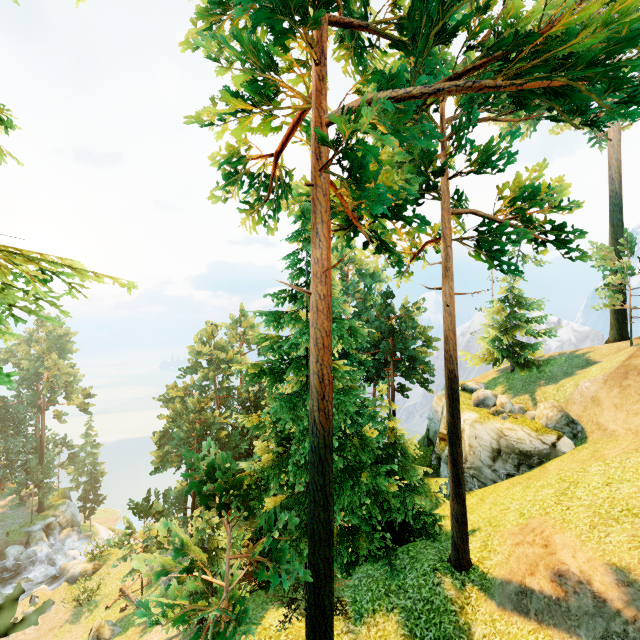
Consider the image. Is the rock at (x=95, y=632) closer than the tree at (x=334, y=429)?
No

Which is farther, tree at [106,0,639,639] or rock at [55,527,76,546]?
rock at [55,527,76,546]

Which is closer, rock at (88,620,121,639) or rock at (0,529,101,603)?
rock at (88,620,121,639)

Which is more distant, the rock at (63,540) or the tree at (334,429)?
the rock at (63,540)

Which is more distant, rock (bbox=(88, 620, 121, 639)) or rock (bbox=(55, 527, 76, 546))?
rock (bbox=(55, 527, 76, 546))

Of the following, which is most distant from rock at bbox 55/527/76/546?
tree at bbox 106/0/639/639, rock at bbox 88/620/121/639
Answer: rock at bbox 88/620/121/639

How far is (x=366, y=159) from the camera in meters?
6.3

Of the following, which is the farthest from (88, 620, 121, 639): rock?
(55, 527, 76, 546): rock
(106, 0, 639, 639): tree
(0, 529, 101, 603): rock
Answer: (55, 527, 76, 546): rock
